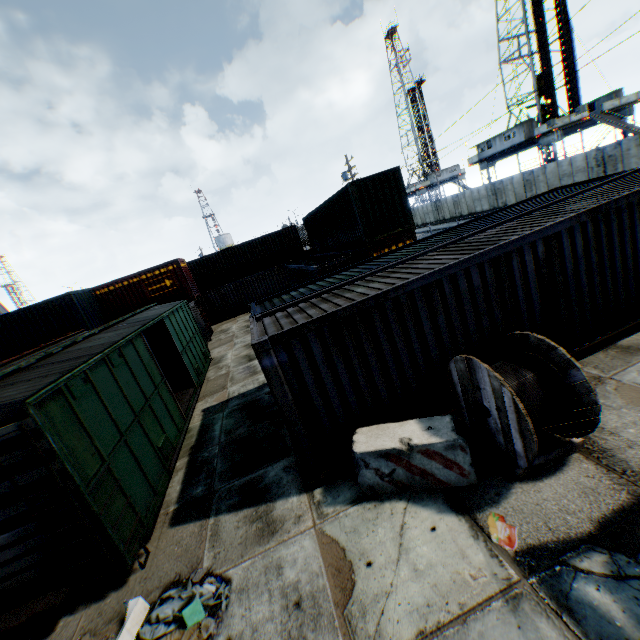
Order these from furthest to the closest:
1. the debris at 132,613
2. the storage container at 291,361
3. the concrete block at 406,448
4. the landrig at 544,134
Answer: the landrig at 544,134, the storage container at 291,361, the concrete block at 406,448, the debris at 132,613

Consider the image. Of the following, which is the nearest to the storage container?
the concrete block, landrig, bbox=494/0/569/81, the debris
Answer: the concrete block

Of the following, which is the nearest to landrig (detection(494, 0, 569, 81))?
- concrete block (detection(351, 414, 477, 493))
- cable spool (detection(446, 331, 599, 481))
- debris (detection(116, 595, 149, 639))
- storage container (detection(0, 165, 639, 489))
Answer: storage container (detection(0, 165, 639, 489))

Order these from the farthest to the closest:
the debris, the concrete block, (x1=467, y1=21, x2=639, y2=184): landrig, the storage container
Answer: (x1=467, y1=21, x2=639, y2=184): landrig, the storage container, the concrete block, the debris

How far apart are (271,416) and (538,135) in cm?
4048

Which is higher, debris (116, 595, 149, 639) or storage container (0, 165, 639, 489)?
storage container (0, 165, 639, 489)

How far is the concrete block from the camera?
4.8 meters

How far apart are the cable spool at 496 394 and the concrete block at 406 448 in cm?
21
